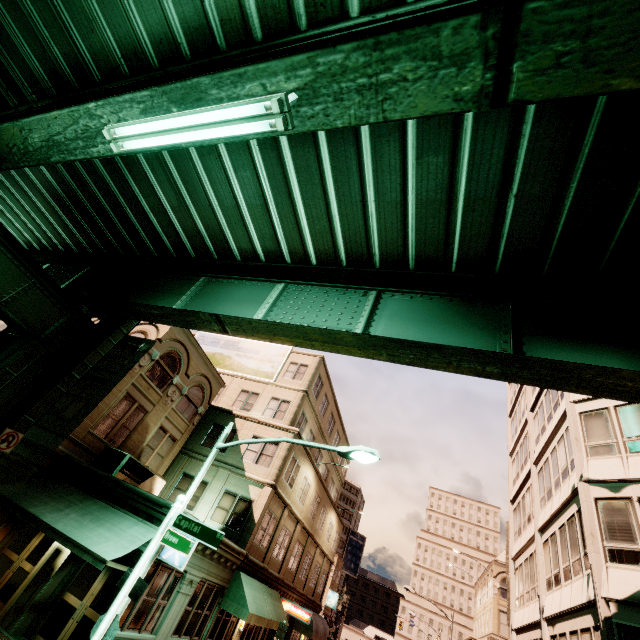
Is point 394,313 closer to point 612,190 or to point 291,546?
point 612,190

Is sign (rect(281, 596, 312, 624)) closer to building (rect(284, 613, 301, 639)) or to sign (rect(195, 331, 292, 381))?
building (rect(284, 613, 301, 639))

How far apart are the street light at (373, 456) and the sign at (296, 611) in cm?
1772

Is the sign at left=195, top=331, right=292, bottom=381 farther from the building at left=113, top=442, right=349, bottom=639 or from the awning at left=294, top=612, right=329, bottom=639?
the awning at left=294, top=612, right=329, bottom=639

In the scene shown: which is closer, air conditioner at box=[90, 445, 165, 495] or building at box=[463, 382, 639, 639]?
building at box=[463, 382, 639, 639]

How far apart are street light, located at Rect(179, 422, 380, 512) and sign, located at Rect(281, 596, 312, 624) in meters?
17.7 m

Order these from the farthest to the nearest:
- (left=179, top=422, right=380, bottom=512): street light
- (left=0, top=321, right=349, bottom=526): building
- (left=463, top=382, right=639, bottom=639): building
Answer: (left=0, top=321, right=349, bottom=526): building → (left=463, top=382, right=639, bottom=639): building → (left=179, top=422, right=380, bottom=512): street light

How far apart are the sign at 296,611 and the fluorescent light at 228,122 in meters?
26.8
